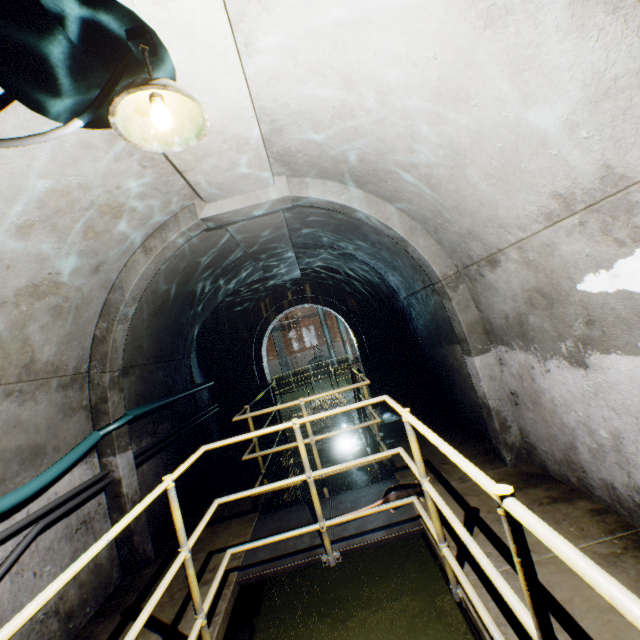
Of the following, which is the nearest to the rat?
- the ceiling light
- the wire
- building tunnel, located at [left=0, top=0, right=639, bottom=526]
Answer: building tunnel, located at [left=0, top=0, right=639, bottom=526]

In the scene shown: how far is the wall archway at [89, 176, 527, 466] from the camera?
3.58m

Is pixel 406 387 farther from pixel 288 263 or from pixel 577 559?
pixel 577 559

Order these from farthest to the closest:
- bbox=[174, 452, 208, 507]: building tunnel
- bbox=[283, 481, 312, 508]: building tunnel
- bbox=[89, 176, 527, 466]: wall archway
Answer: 1. bbox=[283, 481, 312, 508]: building tunnel
2. bbox=[174, 452, 208, 507]: building tunnel
3. bbox=[89, 176, 527, 466]: wall archway

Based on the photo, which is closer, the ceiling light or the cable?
the ceiling light

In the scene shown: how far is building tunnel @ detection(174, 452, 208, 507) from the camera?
4.97m

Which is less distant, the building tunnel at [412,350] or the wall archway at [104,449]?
the wall archway at [104,449]
